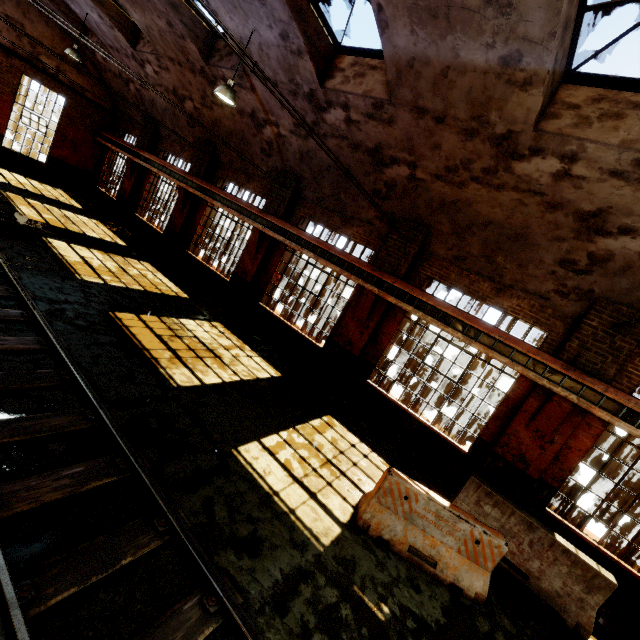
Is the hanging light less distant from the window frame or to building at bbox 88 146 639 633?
building at bbox 88 146 639 633

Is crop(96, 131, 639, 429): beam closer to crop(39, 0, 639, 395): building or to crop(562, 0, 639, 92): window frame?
crop(39, 0, 639, 395): building

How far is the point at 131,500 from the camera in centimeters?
385cm

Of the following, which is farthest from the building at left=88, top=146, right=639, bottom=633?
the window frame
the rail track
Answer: the rail track

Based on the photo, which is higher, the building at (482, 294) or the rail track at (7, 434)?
the building at (482, 294)

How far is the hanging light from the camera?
7.64m

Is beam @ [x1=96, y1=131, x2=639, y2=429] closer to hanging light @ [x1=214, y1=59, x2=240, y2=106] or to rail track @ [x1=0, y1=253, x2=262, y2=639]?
hanging light @ [x1=214, y1=59, x2=240, y2=106]

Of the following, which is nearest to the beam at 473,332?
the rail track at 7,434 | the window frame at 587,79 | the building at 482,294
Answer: the building at 482,294
